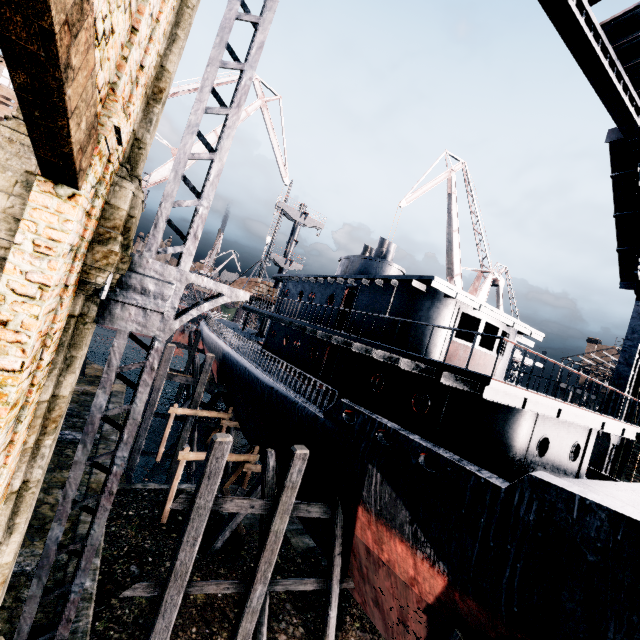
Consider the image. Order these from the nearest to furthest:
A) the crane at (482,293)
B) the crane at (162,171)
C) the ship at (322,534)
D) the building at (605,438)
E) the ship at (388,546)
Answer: the ship at (388,546), the ship at (322,534), the building at (605,438), the crane at (162,171), the crane at (482,293)

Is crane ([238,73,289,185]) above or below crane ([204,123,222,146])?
above

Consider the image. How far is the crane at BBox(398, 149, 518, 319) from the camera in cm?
2755

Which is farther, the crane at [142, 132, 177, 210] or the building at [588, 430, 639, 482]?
the crane at [142, 132, 177, 210]

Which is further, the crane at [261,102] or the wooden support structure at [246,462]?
the crane at [261,102]

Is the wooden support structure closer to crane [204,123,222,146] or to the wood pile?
crane [204,123,222,146]

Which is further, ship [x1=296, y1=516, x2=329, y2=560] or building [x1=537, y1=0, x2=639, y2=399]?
ship [x1=296, y1=516, x2=329, y2=560]

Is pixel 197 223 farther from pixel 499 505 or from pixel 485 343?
pixel 485 343
